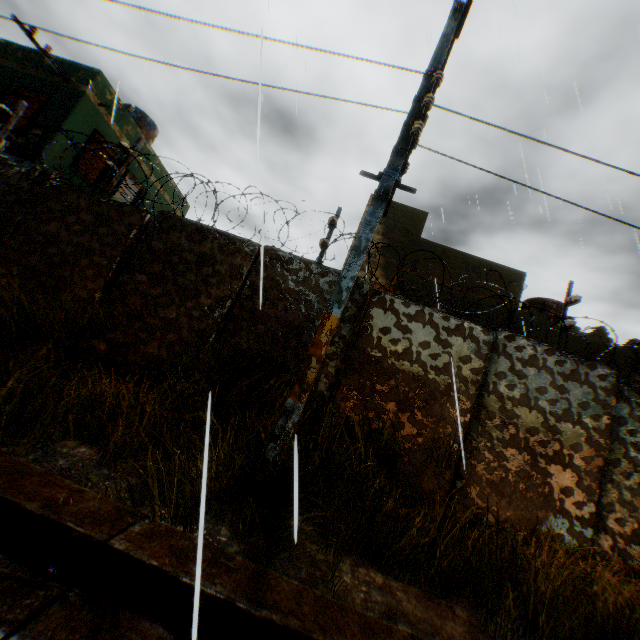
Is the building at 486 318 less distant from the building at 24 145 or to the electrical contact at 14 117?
the building at 24 145

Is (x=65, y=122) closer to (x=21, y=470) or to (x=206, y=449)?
(x=21, y=470)

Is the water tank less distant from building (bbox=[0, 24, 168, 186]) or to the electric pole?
the electric pole

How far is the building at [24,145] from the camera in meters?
9.0

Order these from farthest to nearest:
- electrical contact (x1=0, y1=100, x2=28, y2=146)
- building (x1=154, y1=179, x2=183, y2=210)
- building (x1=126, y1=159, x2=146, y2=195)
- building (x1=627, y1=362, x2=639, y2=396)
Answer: building (x1=154, y1=179, x2=183, y2=210), building (x1=126, y1=159, x2=146, y2=195), building (x1=627, y1=362, x2=639, y2=396), electrical contact (x1=0, y1=100, x2=28, y2=146)

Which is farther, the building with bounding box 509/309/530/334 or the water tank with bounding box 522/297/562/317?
the water tank with bounding box 522/297/562/317

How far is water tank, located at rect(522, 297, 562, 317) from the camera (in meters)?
13.11

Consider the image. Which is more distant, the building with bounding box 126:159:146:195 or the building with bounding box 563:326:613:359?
the building with bounding box 126:159:146:195
